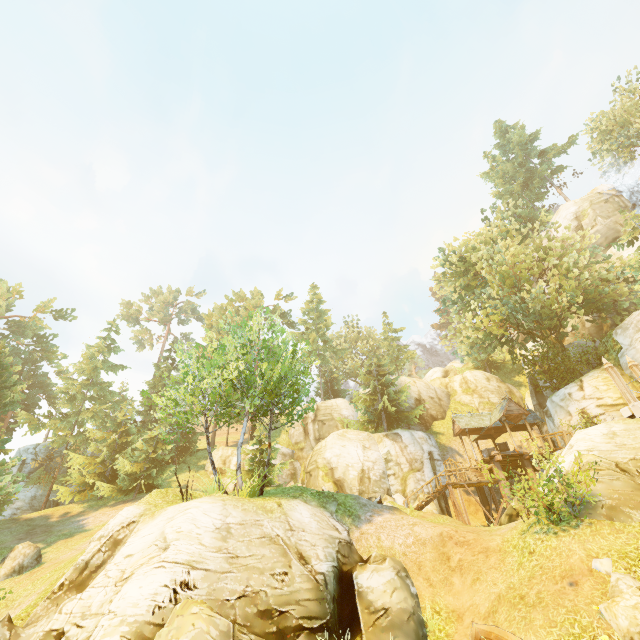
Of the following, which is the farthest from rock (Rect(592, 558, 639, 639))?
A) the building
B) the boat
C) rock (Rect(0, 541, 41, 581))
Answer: rock (Rect(0, 541, 41, 581))

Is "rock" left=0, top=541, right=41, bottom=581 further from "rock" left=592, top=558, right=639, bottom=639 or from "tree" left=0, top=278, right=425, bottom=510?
"rock" left=592, top=558, right=639, bottom=639

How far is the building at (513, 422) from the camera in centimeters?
2533cm

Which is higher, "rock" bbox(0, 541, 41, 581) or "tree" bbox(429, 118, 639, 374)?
"tree" bbox(429, 118, 639, 374)

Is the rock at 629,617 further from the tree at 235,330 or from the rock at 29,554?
the rock at 29,554

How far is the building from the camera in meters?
25.3 m

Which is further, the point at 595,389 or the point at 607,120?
the point at 607,120

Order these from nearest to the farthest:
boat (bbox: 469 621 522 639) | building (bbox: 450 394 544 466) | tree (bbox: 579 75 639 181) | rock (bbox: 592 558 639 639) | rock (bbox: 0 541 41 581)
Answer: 1. rock (bbox: 592 558 639 639)
2. boat (bbox: 469 621 522 639)
3. rock (bbox: 0 541 41 581)
4. building (bbox: 450 394 544 466)
5. tree (bbox: 579 75 639 181)
